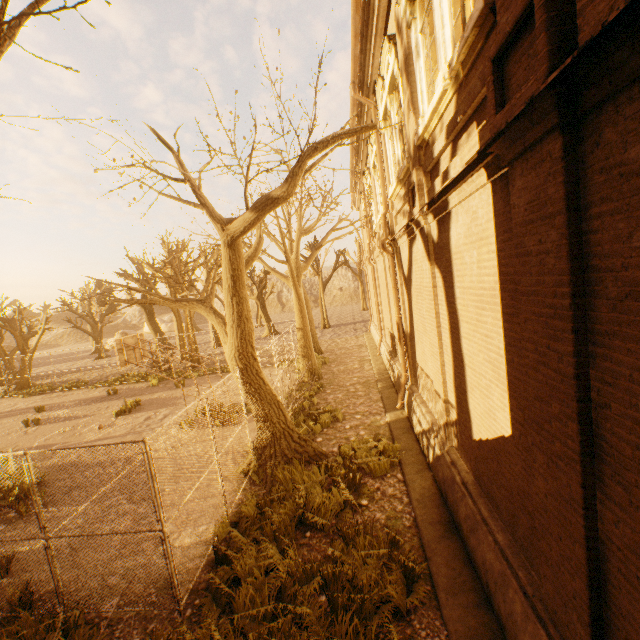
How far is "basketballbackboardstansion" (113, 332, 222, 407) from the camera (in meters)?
12.52

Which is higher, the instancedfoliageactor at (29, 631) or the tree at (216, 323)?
the tree at (216, 323)

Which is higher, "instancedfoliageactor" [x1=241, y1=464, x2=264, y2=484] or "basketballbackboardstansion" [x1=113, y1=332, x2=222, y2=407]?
"basketballbackboardstansion" [x1=113, y1=332, x2=222, y2=407]

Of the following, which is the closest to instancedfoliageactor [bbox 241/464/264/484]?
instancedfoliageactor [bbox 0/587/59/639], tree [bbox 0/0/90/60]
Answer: tree [bbox 0/0/90/60]

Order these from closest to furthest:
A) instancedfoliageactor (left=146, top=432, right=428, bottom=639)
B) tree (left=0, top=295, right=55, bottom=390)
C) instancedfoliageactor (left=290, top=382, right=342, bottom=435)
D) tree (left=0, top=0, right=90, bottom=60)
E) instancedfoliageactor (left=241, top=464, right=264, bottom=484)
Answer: tree (left=0, top=0, right=90, bottom=60)
instancedfoliageactor (left=146, top=432, right=428, bottom=639)
instancedfoliageactor (left=241, top=464, right=264, bottom=484)
instancedfoliageactor (left=290, top=382, right=342, bottom=435)
tree (left=0, top=295, right=55, bottom=390)

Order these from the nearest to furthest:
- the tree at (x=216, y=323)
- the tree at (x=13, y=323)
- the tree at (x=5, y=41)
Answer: the tree at (x=5, y=41)
the tree at (x=216, y=323)
the tree at (x=13, y=323)

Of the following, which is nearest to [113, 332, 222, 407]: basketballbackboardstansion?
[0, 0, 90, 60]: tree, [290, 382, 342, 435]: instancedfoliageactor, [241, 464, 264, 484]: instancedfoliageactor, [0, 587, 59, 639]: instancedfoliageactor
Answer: [0, 0, 90, 60]: tree

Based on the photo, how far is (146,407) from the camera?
16.3m
